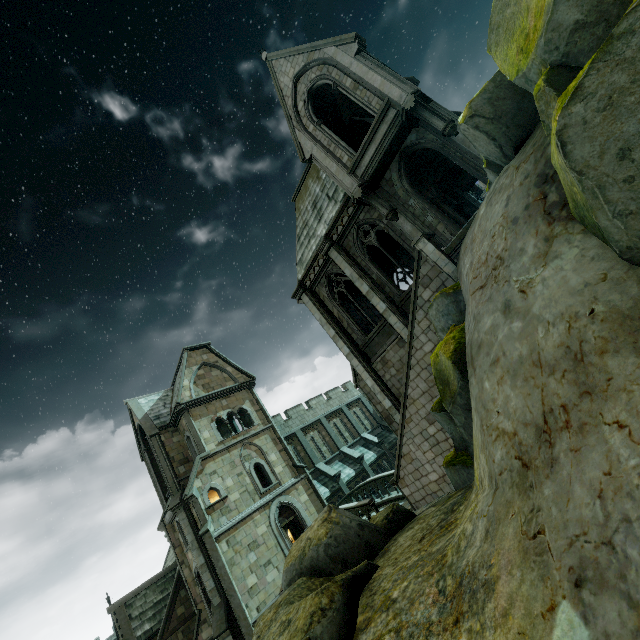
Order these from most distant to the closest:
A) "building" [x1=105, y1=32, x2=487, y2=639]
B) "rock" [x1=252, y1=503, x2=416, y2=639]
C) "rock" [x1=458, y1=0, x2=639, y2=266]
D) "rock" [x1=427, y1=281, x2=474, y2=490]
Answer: "building" [x1=105, y1=32, x2=487, y2=639] < "rock" [x1=427, y1=281, x2=474, y2=490] < "rock" [x1=252, y1=503, x2=416, y2=639] < "rock" [x1=458, y1=0, x2=639, y2=266]

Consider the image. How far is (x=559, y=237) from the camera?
4.7m

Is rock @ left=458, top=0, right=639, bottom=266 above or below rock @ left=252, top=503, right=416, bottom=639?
above

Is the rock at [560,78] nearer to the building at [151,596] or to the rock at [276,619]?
the building at [151,596]

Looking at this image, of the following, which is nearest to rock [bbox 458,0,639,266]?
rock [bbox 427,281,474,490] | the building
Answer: the building

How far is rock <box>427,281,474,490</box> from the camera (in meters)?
6.75
